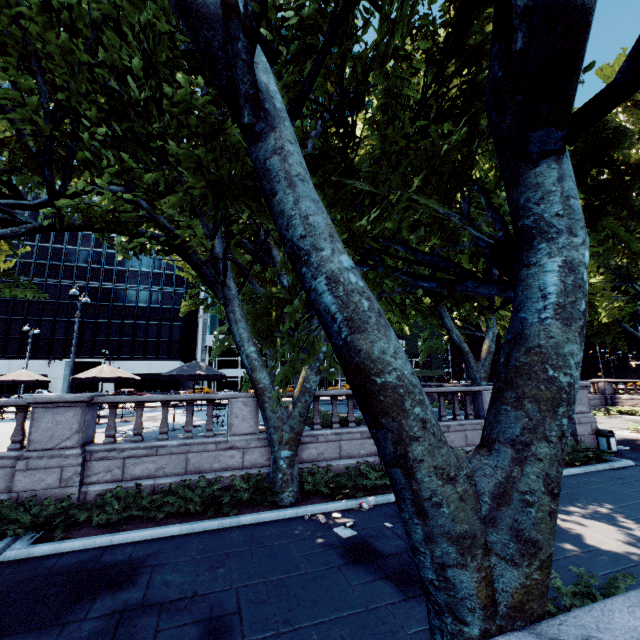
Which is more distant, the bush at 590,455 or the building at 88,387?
the building at 88,387

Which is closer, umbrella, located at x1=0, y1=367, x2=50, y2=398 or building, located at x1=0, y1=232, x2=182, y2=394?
umbrella, located at x1=0, y1=367, x2=50, y2=398

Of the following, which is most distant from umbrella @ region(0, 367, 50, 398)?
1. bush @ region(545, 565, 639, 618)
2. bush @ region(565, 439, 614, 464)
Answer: bush @ region(545, 565, 639, 618)

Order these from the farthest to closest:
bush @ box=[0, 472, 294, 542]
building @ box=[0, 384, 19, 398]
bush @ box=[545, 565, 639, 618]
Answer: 1. building @ box=[0, 384, 19, 398]
2. bush @ box=[0, 472, 294, 542]
3. bush @ box=[545, 565, 639, 618]

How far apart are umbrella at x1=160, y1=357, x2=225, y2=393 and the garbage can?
17.48m

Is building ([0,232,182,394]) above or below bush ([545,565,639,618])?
above

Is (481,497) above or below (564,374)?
below

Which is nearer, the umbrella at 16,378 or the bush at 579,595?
the bush at 579,595
